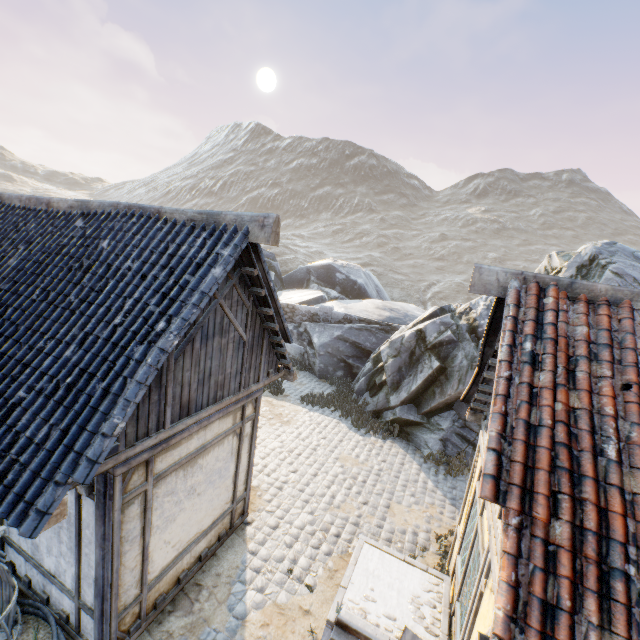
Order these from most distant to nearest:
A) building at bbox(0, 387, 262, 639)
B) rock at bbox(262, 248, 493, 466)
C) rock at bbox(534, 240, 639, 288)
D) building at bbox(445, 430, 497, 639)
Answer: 1. rock at bbox(262, 248, 493, 466)
2. rock at bbox(534, 240, 639, 288)
3. building at bbox(0, 387, 262, 639)
4. building at bbox(445, 430, 497, 639)

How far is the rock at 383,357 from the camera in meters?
10.7

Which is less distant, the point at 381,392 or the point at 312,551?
the point at 312,551

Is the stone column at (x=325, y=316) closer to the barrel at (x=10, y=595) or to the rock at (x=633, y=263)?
the rock at (x=633, y=263)

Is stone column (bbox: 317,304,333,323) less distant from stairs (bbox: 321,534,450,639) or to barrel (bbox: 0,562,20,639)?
stairs (bbox: 321,534,450,639)

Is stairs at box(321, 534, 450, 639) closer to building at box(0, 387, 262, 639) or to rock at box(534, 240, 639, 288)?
building at box(0, 387, 262, 639)

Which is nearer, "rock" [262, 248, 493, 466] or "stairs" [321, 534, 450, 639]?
"stairs" [321, 534, 450, 639]

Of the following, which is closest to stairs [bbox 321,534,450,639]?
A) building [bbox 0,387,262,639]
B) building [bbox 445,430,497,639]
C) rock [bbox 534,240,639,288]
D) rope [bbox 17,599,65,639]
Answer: building [bbox 445,430,497,639]
